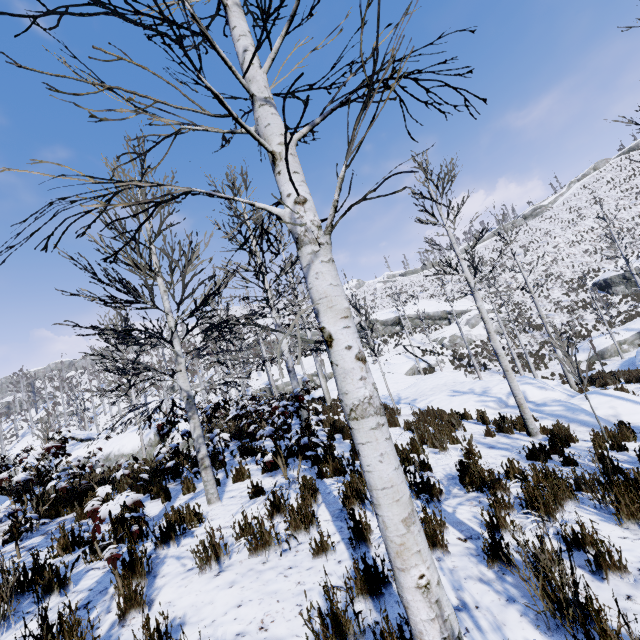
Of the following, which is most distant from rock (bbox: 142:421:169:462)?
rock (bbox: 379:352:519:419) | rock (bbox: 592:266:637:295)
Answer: rock (bbox: 592:266:637:295)

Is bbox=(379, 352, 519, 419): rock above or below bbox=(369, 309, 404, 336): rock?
below

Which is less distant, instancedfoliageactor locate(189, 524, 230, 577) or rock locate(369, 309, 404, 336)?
instancedfoliageactor locate(189, 524, 230, 577)

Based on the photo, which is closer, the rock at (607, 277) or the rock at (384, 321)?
the rock at (607, 277)

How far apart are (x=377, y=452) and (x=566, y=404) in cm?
1096

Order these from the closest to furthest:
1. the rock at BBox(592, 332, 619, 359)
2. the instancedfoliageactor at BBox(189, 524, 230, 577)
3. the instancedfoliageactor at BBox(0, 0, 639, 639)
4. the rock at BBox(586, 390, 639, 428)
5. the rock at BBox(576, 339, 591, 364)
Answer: the instancedfoliageactor at BBox(0, 0, 639, 639) < the instancedfoliageactor at BBox(189, 524, 230, 577) < the rock at BBox(586, 390, 639, 428) < the rock at BBox(592, 332, 619, 359) < the rock at BBox(576, 339, 591, 364)

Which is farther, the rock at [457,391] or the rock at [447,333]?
the rock at [447,333]

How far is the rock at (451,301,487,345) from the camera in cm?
3575
